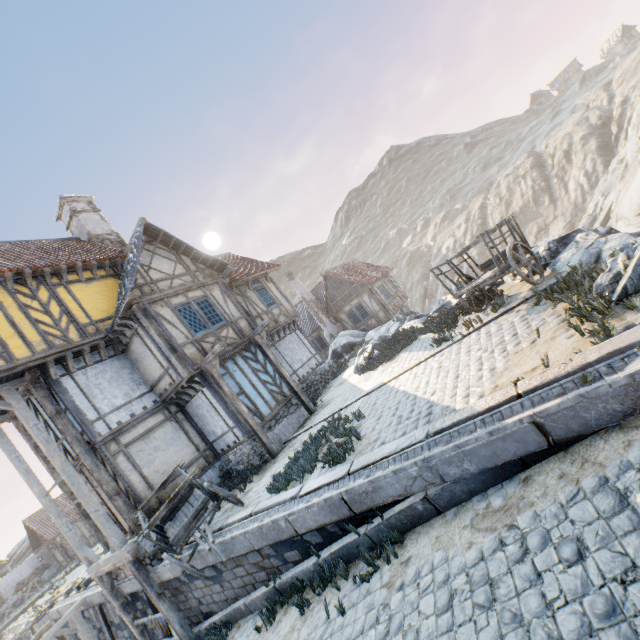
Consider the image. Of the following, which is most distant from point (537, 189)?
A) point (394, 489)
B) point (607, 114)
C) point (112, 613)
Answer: point (112, 613)

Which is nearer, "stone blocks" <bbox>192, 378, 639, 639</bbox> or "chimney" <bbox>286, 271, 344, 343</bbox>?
"stone blocks" <bbox>192, 378, 639, 639</bbox>

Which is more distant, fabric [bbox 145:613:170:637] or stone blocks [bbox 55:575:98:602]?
stone blocks [bbox 55:575:98:602]

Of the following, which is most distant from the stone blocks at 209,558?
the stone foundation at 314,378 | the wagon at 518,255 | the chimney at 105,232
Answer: the chimney at 105,232

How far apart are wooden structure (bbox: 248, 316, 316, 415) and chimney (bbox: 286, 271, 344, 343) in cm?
1252

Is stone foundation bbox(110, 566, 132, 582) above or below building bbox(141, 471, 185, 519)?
below

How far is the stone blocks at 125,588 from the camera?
9.7 meters

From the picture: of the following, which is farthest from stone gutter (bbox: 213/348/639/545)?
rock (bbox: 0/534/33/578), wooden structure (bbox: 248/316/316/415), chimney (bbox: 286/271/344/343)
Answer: rock (bbox: 0/534/33/578)
